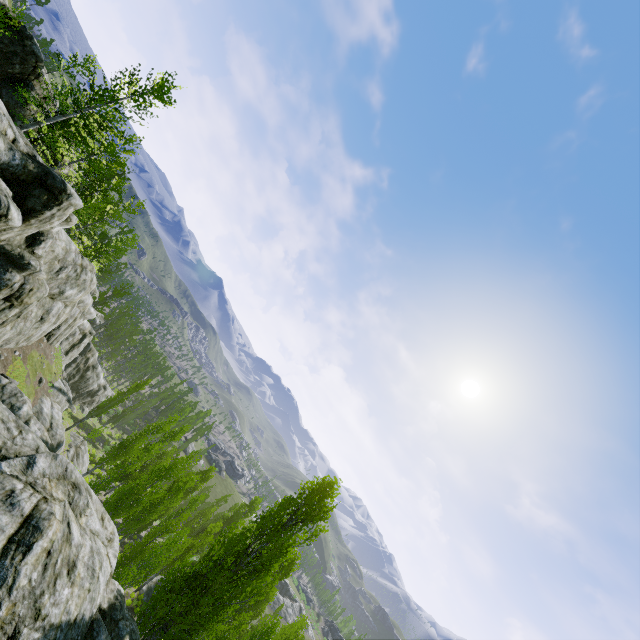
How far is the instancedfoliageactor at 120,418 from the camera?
34.44m

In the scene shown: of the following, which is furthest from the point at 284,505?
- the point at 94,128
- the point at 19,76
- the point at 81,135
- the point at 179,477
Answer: the point at 19,76

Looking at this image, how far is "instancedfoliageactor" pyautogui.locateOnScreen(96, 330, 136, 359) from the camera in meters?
56.6

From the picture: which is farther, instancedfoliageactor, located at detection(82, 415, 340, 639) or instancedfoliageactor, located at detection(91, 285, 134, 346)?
instancedfoliageactor, located at detection(91, 285, 134, 346)
